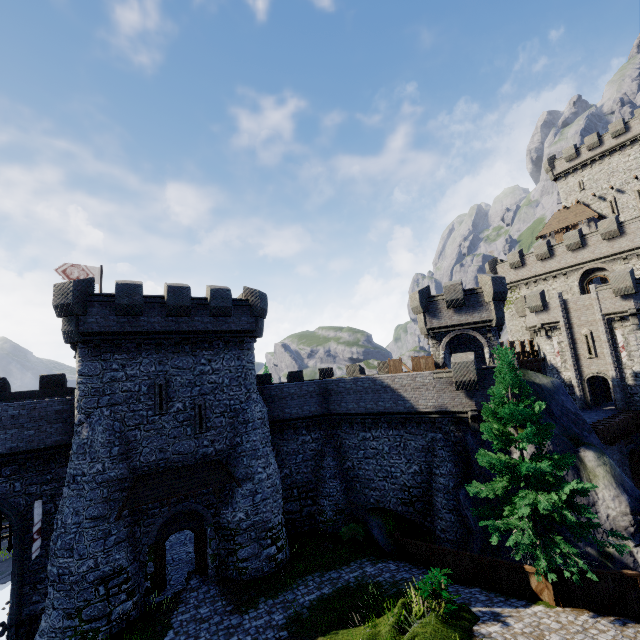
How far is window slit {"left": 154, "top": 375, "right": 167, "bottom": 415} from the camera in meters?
18.4 m

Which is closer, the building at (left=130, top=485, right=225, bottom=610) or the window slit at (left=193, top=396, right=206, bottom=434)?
the building at (left=130, top=485, right=225, bottom=610)

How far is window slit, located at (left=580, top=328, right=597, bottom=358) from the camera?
29.5m

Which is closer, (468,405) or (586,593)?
(586,593)

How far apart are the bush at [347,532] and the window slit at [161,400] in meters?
13.6 m

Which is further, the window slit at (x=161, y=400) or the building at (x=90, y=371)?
the window slit at (x=161, y=400)

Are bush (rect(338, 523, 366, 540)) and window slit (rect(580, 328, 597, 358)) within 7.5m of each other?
no

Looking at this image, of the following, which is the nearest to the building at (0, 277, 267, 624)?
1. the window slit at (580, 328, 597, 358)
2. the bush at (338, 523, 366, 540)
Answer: the bush at (338, 523, 366, 540)
